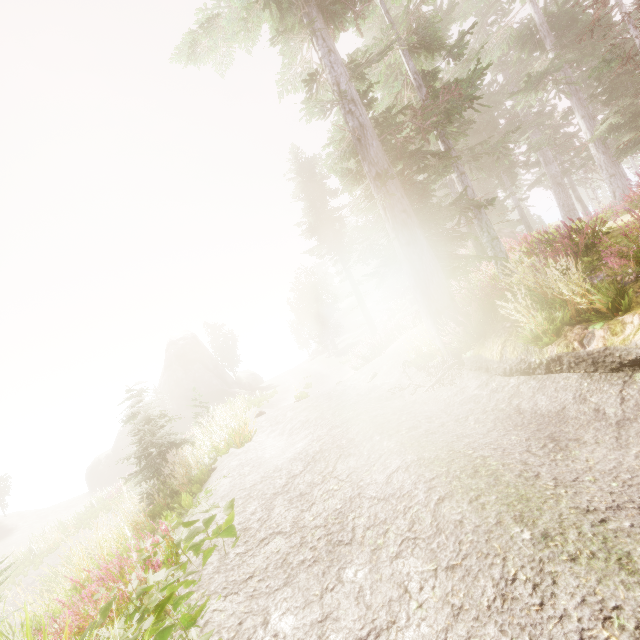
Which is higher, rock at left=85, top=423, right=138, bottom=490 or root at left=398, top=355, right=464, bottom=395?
root at left=398, top=355, right=464, bottom=395

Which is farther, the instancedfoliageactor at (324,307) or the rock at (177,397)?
the instancedfoliageactor at (324,307)

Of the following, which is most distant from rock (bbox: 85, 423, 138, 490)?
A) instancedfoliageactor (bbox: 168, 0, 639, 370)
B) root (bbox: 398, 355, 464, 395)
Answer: root (bbox: 398, 355, 464, 395)

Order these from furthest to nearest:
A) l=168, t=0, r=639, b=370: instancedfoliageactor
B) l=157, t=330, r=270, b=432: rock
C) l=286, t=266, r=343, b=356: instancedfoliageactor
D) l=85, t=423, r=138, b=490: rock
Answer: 1. l=286, t=266, r=343, b=356: instancedfoliageactor
2. l=157, t=330, r=270, b=432: rock
3. l=85, t=423, r=138, b=490: rock
4. l=168, t=0, r=639, b=370: instancedfoliageactor

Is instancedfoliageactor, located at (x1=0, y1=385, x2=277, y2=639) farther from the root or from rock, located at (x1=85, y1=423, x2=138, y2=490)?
the root

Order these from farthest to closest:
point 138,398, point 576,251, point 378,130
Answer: point 138,398, point 378,130, point 576,251

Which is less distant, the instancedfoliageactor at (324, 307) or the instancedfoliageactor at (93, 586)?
the instancedfoliageactor at (93, 586)
